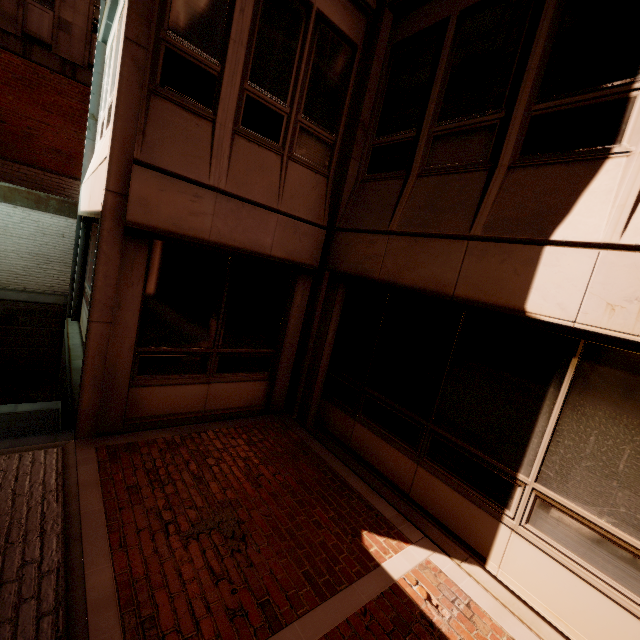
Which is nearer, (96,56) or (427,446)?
(427,446)
